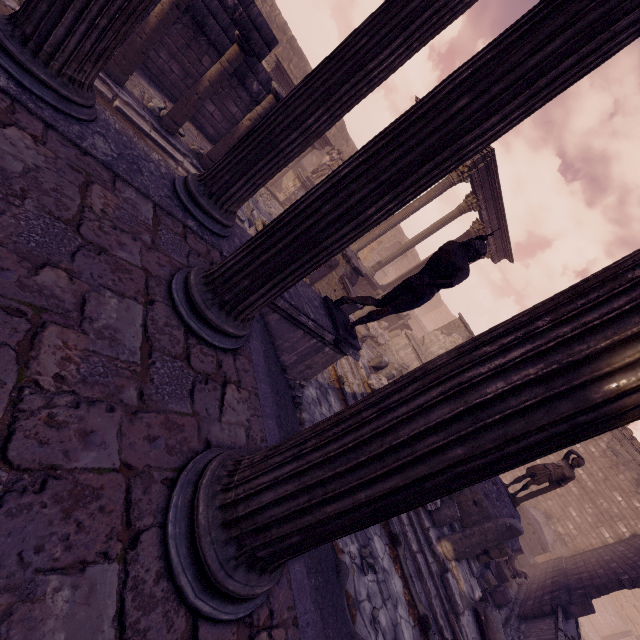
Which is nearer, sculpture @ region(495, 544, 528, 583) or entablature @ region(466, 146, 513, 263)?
sculpture @ region(495, 544, 528, 583)

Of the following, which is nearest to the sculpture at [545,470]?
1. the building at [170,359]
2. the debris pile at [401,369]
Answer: the debris pile at [401,369]

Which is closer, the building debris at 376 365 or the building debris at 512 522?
the building debris at 512 522

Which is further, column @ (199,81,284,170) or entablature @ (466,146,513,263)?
entablature @ (466,146,513,263)

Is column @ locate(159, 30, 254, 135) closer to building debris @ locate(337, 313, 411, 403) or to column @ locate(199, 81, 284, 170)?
column @ locate(199, 81, 284, 170)

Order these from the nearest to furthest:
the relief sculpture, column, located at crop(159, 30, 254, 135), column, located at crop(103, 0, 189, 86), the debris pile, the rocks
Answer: column, located at crop(103, 0, 189, 86) < column, located at crop(159, 30, 254, 135) < the rocks < the debris pile < the relief sculpture

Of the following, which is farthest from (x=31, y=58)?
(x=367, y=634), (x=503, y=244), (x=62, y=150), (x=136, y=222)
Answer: (x=503, y=244)

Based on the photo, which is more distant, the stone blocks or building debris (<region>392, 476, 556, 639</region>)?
the stone blocks
